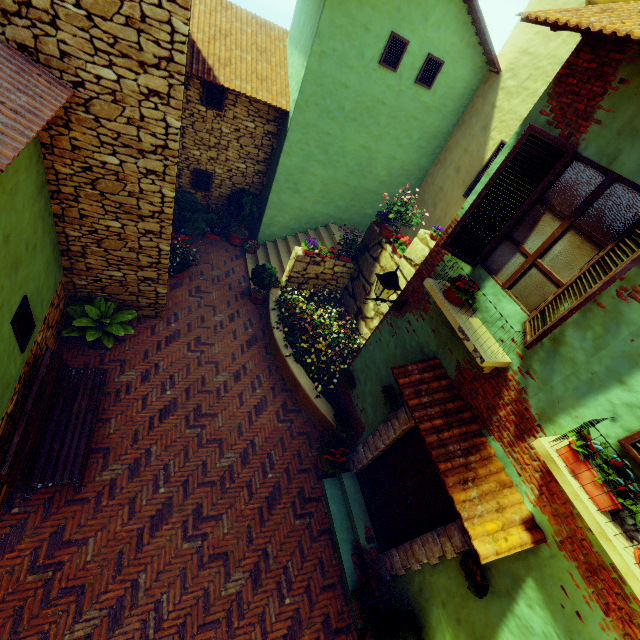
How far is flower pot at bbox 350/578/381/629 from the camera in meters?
5.2 m

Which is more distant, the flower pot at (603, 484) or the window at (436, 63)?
the window at (436, 63)

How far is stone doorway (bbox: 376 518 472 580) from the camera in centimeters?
441cm

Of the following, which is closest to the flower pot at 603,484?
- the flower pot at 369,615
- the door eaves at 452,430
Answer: the door eaves at 452,430

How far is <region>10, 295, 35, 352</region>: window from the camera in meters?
4.7 m

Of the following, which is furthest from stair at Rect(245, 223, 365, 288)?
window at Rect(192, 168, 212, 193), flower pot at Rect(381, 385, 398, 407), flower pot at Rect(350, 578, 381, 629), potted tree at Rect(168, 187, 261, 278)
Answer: flower pot at Rect(350, 578, 381, 629)

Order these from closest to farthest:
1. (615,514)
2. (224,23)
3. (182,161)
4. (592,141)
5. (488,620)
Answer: (615,514), (592,141), (488,620), (224,23), (182,161)

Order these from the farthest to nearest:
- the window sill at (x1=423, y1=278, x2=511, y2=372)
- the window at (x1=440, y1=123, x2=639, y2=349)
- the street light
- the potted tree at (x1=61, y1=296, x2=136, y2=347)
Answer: the potted tree at (x1=61, y1=296, x2=136, y2=347), the street light, the window sill at (x1=423, y1=278, x2=511, y2=372), the window at (x1=440, y1=123, x2=639, y2=349)
